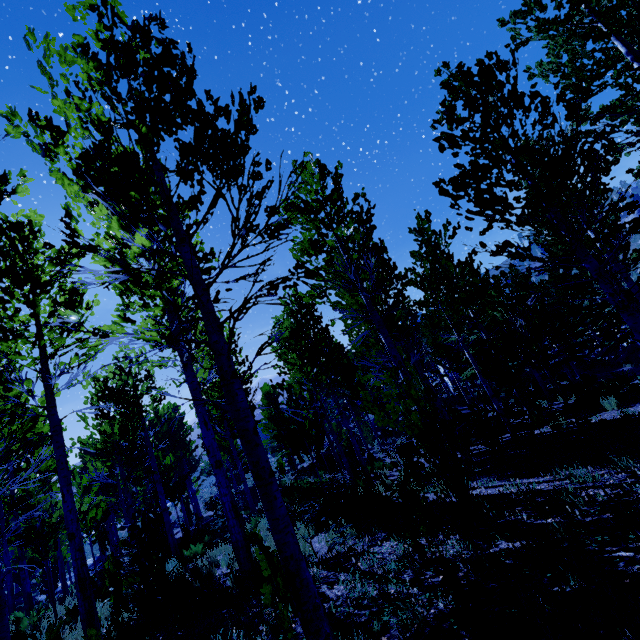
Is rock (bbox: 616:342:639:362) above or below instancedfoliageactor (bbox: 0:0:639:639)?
below

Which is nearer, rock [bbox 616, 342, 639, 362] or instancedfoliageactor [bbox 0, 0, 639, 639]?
instancedfoliageactor [bbox 0, 0, 639, 639]

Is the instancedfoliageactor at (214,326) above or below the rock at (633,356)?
above

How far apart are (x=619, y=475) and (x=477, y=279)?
12.34m

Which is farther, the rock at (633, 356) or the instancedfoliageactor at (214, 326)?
the rock at (633, 356)
